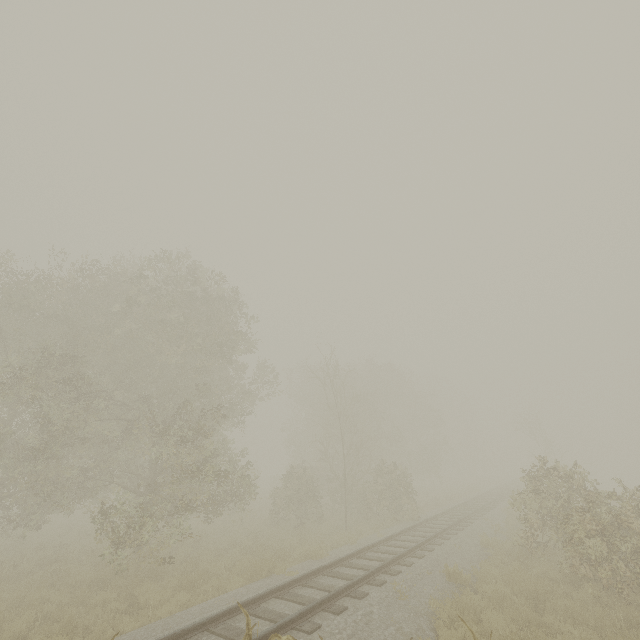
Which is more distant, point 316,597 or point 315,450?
point 315,450
